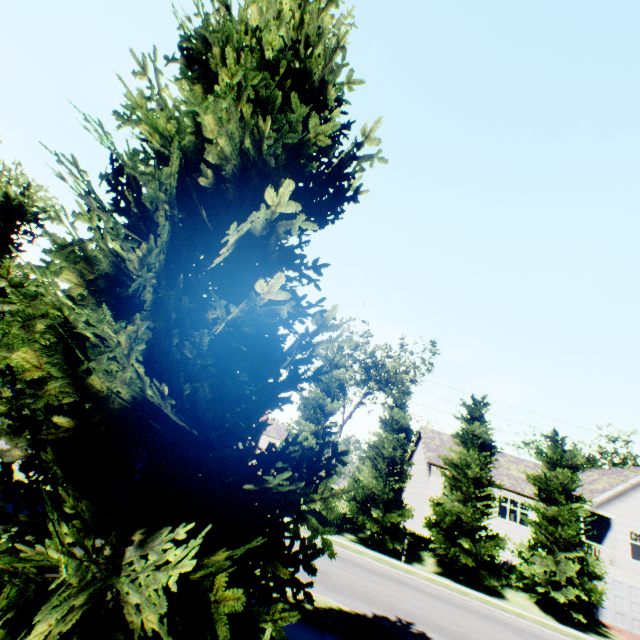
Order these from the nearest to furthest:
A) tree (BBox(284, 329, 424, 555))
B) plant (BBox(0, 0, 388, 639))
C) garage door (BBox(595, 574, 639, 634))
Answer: plant (BBox(0, 0, 388, 639)) < tree (BBox(284, 329, 424, 555)) < garage door (BBox(595, 574, 639, 634))

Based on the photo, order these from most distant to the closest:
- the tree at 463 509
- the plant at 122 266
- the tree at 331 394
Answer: the tree at 331 394 < the tree at 463 509 < the plant at 122 266

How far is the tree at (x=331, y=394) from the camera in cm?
2023

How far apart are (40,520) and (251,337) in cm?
285

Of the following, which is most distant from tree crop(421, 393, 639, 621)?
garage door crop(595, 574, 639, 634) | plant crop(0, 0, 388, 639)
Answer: garage door crop(595, 574, 639, 634)

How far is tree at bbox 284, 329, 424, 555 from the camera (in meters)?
20.23

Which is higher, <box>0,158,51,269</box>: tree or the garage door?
<box>0,158,51,269</box>: tree
